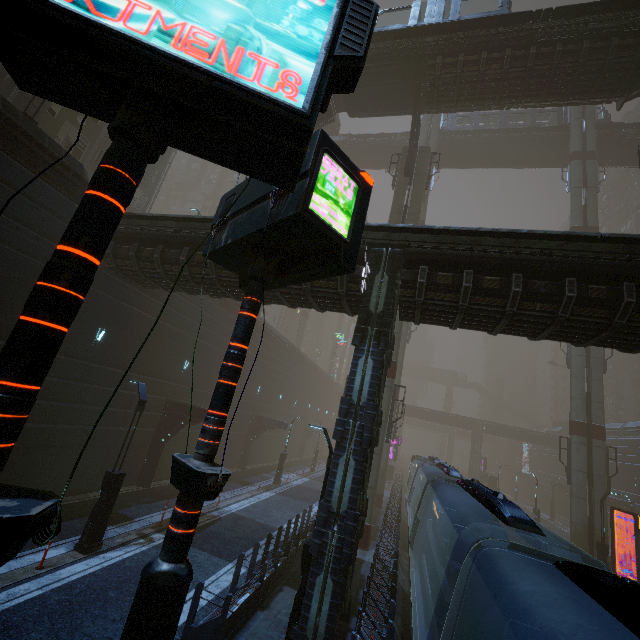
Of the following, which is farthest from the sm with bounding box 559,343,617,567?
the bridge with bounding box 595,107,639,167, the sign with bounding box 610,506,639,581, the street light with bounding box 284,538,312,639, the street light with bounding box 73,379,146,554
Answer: the street light with bounding box 73,379,146,554

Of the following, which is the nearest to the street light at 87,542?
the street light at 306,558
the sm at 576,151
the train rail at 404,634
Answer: the street light at 306,558

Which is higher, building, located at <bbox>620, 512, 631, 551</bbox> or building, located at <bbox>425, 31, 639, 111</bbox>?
building, located at <bbox>425, 31, 639, 111</bbox>

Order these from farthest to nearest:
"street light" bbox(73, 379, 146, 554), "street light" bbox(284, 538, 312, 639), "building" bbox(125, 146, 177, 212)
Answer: "building" bbox(125, 146, 177, 212)
"street light" bbox(73, 379, 146, 554)
"street light" bbox(284, 538, 312, 639)

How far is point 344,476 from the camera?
11.6 meters

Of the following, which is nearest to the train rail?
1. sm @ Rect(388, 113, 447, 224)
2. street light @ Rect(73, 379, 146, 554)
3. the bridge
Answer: sm @ Rect(388, 113, 447, 224)

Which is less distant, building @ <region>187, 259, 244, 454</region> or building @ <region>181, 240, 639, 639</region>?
building @ <region>181, 240, 639, 639</region>

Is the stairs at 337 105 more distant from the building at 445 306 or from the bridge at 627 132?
the bridge at 627 132
